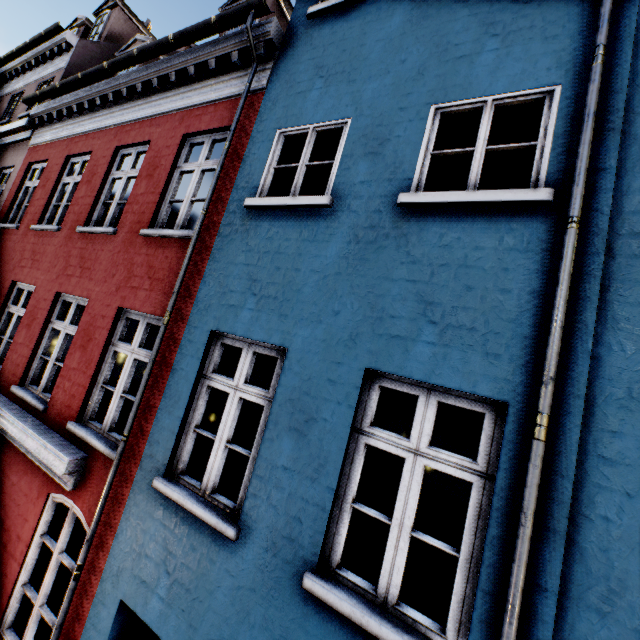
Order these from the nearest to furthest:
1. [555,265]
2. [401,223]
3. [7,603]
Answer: [555,265] < [401,223] < [7,603]
